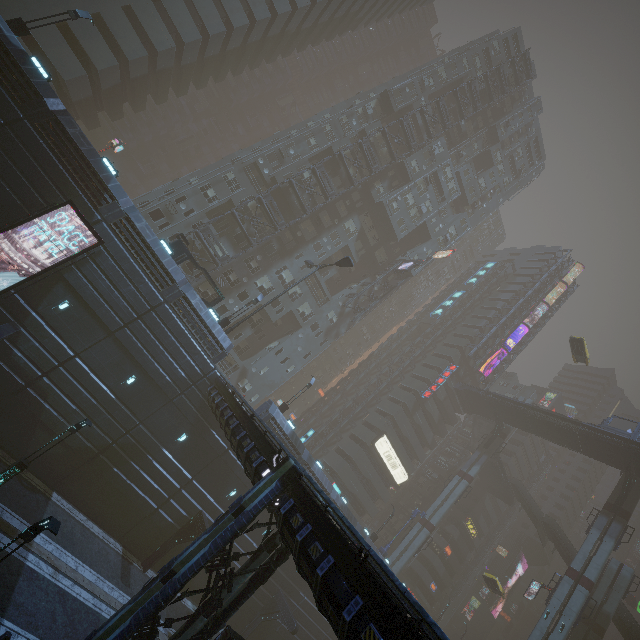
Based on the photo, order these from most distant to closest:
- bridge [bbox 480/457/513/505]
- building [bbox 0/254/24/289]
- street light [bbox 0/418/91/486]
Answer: bridge [bbox 480/457/513/505], building [bbox 0/254/24/289], street light [bbox 0/418/91/486]

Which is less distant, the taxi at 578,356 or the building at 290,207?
the building at 290,207

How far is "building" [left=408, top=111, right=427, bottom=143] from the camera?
48.3 meters

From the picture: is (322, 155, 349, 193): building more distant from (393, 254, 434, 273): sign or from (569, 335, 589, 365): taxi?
(569, 335, 589, 365): taxi

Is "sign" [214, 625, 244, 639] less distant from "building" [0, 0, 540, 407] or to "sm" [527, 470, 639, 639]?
"building" [0, 0, 540, 407]

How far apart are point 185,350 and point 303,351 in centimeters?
2219cm

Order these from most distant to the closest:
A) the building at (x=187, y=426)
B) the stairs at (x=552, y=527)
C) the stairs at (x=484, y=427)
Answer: the stairs at (x=484, y=427) → the stairs at (x=552, y=527) → the building at (x=187, y=426)
